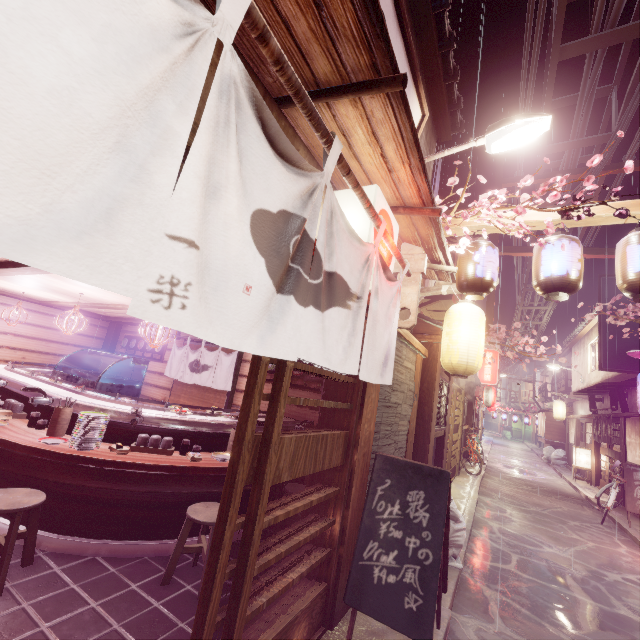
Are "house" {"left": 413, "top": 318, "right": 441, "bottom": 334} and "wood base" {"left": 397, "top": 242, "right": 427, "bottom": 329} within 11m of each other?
yes

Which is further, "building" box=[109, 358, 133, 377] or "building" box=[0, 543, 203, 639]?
"building" box=[109, 358, 133, 377]

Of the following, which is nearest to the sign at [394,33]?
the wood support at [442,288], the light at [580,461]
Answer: the wood support at [442,288]

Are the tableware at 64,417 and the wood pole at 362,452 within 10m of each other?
yes

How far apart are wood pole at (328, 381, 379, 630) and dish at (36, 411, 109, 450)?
4.7 meters

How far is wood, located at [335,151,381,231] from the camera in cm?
362

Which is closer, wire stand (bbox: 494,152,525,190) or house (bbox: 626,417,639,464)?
wire stand (bbox: 494,152,525,190)

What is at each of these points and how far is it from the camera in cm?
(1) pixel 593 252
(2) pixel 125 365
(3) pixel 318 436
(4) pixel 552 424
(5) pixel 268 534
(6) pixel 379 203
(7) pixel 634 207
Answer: (1) wire stand, 1222
(2) building, 1675
(3) door, 471
(4) blind, 3694
(5) building, 788
(6) light, 496
(7) wood support, 629
